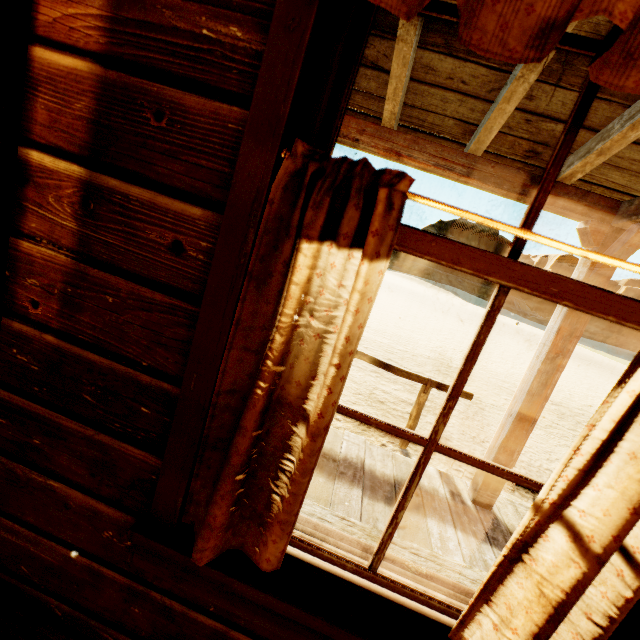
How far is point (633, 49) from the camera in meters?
0.6 m

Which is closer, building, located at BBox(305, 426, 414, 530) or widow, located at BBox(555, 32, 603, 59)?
widow, located at BBox(555, 32, 603, 59)

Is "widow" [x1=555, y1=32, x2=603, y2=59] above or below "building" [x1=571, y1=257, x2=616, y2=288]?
above

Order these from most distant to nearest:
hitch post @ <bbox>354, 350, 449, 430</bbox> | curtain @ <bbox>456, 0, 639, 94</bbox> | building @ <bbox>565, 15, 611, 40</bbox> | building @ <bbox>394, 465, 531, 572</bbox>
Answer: hitch post @ <bbox>354, 350, 449, 430</bbox> → building @ <bbox>394, 465, 531, 572</bbox> → building @ <bbox>565, 15, 611, 40</bbox> → curtain @ <bbox>456, 0, 639, 94</bbox>

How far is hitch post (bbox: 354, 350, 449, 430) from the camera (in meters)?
4.05

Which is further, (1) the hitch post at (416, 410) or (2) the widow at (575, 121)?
(1) the hitch post at (416, 410)

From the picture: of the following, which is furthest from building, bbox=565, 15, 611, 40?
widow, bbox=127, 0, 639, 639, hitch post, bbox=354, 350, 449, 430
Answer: hitch post, bbox=354, 350, 449, 430

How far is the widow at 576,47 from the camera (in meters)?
0.70
